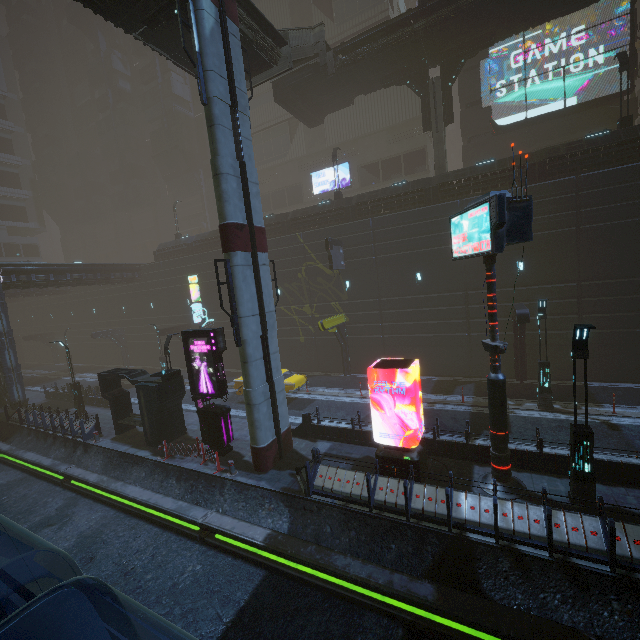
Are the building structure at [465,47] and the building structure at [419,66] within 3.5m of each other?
yes

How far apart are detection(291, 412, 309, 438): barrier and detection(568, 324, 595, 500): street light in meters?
10.2

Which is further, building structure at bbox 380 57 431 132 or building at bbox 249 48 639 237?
building structure at bbox 380 57 431 132

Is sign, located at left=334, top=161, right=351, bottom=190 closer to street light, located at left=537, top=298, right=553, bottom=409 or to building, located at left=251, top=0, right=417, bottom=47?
building, located at left=251, top=0, right=417, bottom=47

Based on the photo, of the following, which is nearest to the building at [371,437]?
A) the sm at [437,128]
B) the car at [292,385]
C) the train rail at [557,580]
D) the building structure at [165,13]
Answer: the train rail at [557,580]

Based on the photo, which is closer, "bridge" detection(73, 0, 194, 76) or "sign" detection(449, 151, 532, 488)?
"sign" detection(449, 151, 532, 488)

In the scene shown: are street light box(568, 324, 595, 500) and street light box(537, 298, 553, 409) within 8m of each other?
yes

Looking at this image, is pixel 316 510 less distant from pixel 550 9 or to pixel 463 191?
pixel 463 191
